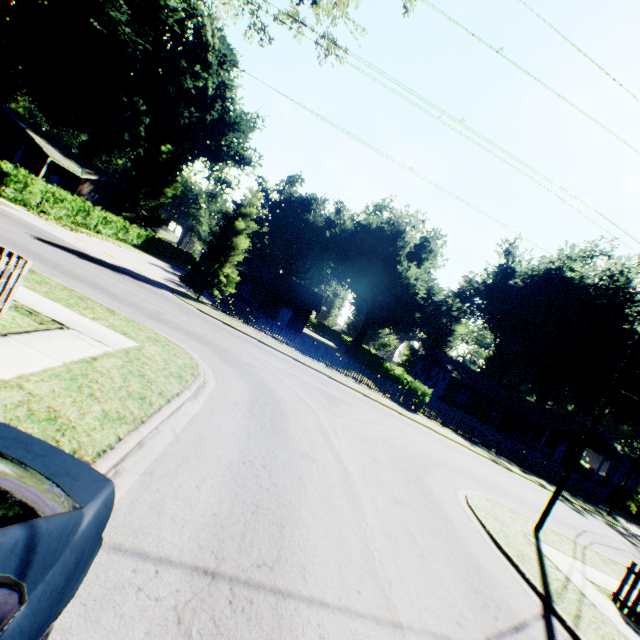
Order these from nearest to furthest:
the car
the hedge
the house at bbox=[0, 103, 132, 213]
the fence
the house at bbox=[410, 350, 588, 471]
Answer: the car, the fence, the hedge, the house at bbox=[0, 103, 132, 213], the house at bbox=[410, 350, 588, 471]

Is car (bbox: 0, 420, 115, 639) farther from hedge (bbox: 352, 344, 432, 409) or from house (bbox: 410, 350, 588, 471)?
house (bbox: 410, 350, 588, 471)

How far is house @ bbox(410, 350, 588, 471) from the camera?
35.84m

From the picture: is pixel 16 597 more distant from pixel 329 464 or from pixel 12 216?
pixel 12 216

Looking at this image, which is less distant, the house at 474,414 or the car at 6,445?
the car at 6,445

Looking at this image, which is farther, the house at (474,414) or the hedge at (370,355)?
the house at (474,414)

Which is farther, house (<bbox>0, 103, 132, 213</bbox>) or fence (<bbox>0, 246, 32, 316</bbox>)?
house (<bbox>0, 103, 132, 213</bbox>)

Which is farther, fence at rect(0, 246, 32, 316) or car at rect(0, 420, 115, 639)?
fence at rect(0, 246, 32, 316)
